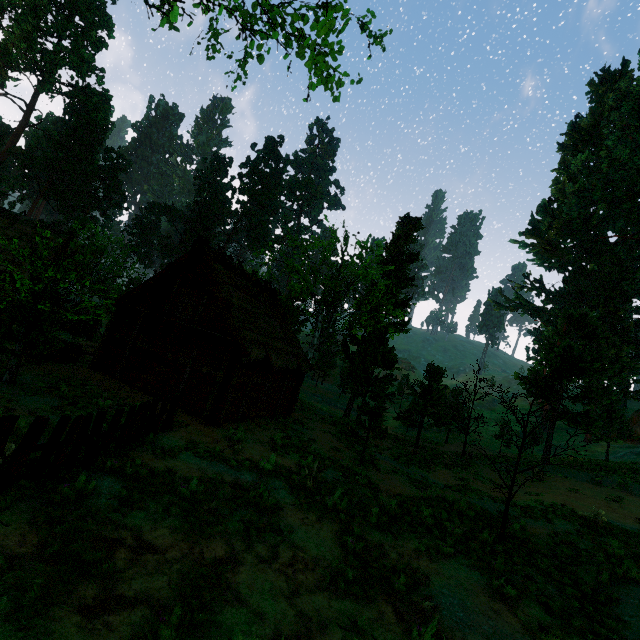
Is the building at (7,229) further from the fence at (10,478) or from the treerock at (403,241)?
the fence at (10,478)

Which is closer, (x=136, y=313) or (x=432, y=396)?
(x=136, y=313)

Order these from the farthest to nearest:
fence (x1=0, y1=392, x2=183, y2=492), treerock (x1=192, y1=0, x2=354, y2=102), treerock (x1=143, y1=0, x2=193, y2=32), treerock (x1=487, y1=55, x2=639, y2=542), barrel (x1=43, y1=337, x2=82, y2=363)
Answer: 1. treerock (x1=487, y1=55, x2=639, y2=542)
2. barrel (x1=43, y1=337, x2=82, y2=363)
3. fence (x1=0, y1=392, x2=183, y2=492)
4. treerock (x1=192, y1=0, x2=354, y2=102)
5. treerock (x1=143, y1=0, x2=193, y2=32)

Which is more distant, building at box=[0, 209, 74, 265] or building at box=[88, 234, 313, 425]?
building at box=[0, 209, 74, 265]

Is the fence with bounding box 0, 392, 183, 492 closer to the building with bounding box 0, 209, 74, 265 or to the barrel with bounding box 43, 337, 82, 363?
the building with bounding box 0, 209, 74, 265

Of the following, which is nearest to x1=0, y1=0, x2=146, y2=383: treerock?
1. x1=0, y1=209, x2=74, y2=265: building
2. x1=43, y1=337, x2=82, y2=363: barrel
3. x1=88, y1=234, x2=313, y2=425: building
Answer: x1=0, y1=209, x2=74, y2=265: building

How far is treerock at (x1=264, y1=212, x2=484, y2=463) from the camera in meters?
20.2 m

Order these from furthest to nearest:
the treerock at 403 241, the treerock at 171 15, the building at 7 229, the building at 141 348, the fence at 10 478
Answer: the building at 7 229, the treerock at 403 241, the building at 141 348, the fence at 10 478, the treerock at 171 15
